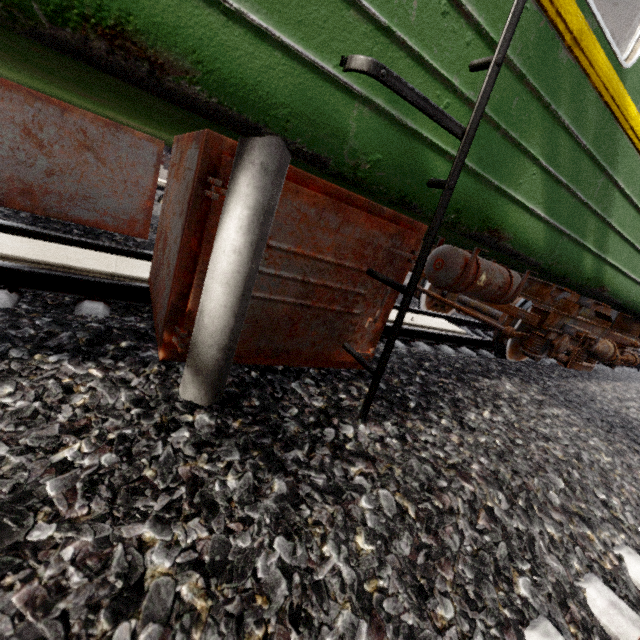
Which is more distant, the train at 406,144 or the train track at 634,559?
the train track at 634,559

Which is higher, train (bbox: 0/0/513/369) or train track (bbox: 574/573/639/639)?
A: train (bbox: 0/0/513/369)

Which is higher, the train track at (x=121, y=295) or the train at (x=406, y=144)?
the train at (x=406, y=144)

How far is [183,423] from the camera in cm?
131

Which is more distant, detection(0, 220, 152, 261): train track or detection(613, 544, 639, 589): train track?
detection(0, 220, 152, 261): train track

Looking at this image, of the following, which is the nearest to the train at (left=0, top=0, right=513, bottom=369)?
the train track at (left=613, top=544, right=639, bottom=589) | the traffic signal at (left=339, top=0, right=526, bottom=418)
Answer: the traffic signal at (left=339, top=0, right=526, bottom=418)

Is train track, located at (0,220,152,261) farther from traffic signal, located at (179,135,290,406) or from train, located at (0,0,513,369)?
traffic signal, located at (179,135,290,406)

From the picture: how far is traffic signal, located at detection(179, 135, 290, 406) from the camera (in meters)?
1.15
